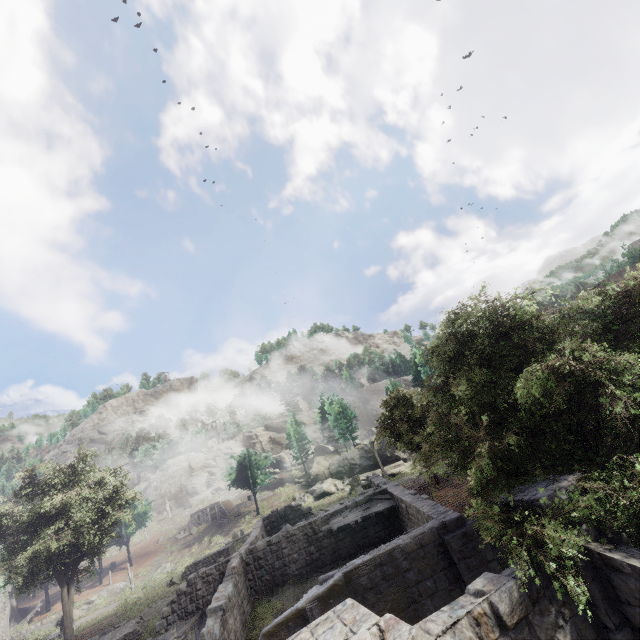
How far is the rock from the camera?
45.3m

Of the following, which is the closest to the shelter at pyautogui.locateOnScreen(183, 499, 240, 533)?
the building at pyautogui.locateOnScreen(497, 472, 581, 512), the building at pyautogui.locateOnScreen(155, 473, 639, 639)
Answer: the building at pyautogui.locateOnScreen(155, 473, 639, 639)

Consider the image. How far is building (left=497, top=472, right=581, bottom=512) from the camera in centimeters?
610cm

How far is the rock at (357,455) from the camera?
45.3 meters

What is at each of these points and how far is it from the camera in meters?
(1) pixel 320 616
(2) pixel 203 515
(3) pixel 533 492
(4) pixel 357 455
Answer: (1) building, 9.6 m
(2) shelter, 50.5 m
(3) building, 6.5 m
(4) rock, 47.4 m

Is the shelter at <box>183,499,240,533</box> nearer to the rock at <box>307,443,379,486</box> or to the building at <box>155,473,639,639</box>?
the rock at <box>307,443,379,486</box>

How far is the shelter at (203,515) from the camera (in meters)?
49.95

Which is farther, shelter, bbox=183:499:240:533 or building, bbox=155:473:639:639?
shelter, bbox=183:499:240:533
